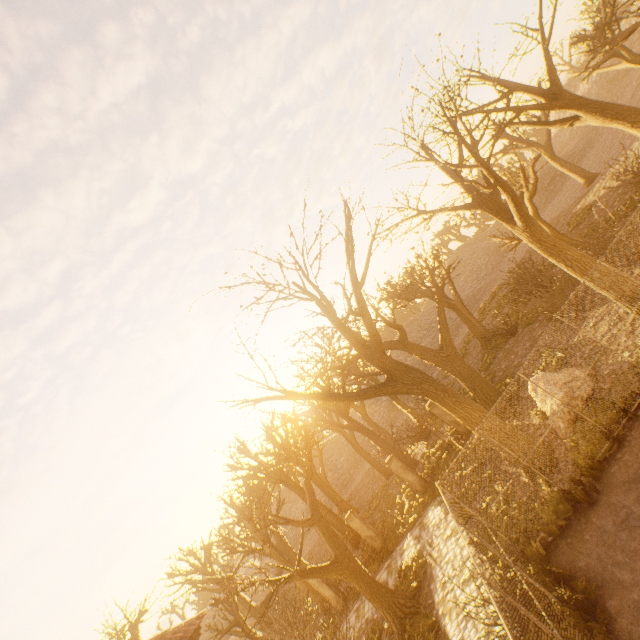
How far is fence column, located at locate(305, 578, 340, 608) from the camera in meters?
17.9 m

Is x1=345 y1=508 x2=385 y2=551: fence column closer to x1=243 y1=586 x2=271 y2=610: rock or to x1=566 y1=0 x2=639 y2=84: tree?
x1=566 y1=0 x2=639 y2=84: tree

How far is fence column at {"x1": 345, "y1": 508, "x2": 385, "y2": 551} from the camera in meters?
17.9

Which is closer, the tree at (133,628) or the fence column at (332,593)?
the fence column at (332,593)

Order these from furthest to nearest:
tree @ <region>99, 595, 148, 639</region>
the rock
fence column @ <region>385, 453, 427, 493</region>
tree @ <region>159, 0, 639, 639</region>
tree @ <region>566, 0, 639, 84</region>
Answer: the rock → tree @ <region>566, 0, 639, 84</region> → tree @ <region>99, 595, 148, 639</region> → fence column @ <region>385, 453, 427, 493</region> → tree @ <region>159, 0, 639, 639</region>

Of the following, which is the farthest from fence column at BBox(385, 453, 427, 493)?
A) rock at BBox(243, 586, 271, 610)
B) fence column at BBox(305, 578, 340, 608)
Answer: rock at BBox(243, 586, 271, 610)

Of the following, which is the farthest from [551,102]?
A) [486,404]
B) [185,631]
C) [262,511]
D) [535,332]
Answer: [262,511]
